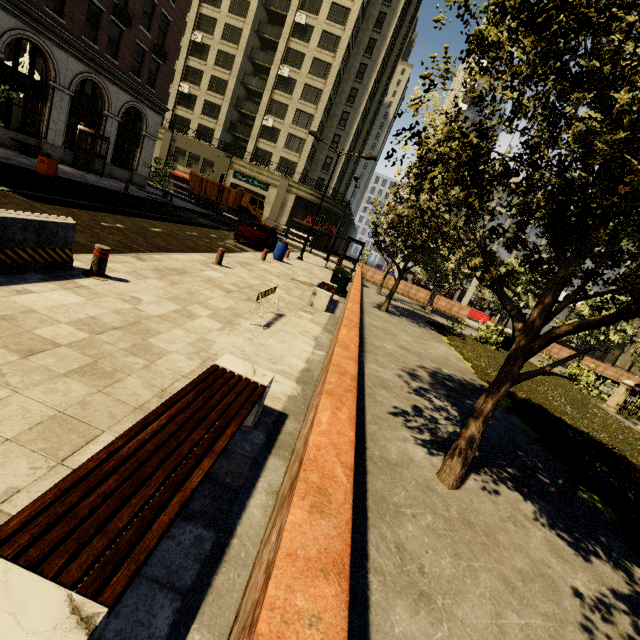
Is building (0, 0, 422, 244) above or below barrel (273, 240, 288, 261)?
above

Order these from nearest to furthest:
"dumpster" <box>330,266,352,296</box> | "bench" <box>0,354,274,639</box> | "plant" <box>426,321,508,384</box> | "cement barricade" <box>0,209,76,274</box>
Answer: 1. "bench" <box>0,354,274,639</box>
2. "cement barricade" <box>0,209,76,274</box>
3. "plant" <box>426,321,508,384</box>
4. "dumpster" <box>330,266,352,296</box>

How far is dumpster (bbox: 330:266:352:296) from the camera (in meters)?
13.83

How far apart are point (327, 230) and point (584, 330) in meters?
40.4 m

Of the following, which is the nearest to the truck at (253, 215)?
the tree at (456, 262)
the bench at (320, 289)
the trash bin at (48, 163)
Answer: the tree at (456, 262)

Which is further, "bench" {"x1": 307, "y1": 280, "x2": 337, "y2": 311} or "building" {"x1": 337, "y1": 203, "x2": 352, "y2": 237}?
"building" {"x1": 337, "y1": 203, "x2": 352, "y2": 237}

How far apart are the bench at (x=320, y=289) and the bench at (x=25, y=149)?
18.8m

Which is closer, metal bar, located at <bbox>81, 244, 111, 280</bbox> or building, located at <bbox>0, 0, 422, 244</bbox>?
metal bar, located at <bbox>81, 244, 111, 280</bbox>
